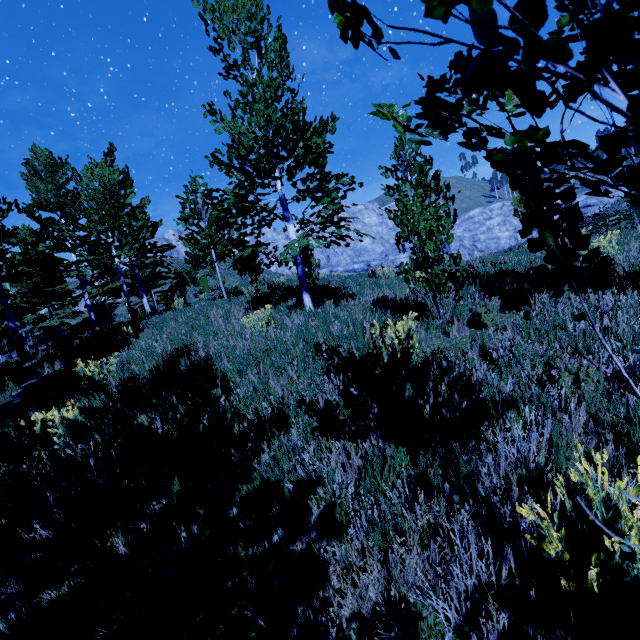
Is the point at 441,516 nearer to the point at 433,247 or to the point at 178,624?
the point at 178,624

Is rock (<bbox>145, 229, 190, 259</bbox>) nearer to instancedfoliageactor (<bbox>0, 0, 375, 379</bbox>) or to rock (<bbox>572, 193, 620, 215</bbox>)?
instancedfoliageactor (<bbox>0, 0, 375, 379</bbox>)

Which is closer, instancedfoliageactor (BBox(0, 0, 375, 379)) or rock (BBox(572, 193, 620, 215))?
instancedfoliageactor (BBox(0, 0, 375, 379))

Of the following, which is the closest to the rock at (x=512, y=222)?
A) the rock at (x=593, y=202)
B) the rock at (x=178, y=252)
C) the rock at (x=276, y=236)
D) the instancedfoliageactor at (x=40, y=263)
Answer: the rock at (x=276, y=236)

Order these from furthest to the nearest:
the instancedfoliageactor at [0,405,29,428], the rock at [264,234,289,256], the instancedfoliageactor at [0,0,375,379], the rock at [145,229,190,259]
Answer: the rock at [264,234,289,256] < the rock at [145,229,190,259] < the instancedfoliageactor at [0,0,375,379] < the instancedfoliageactor at [0,405,29,428]

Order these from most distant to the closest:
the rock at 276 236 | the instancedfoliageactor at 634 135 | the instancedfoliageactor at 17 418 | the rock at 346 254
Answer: the rock at 276 236
the rock at 346 254
the instancedfoliageactor at 17 418
the instancedfoliageactor at 634 135

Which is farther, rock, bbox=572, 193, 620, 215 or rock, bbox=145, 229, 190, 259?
rock, bbox=145, 229, 190, 259

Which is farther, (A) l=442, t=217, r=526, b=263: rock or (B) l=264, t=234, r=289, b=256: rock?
(B) l=264, t=234, r=289, b=256: rock
